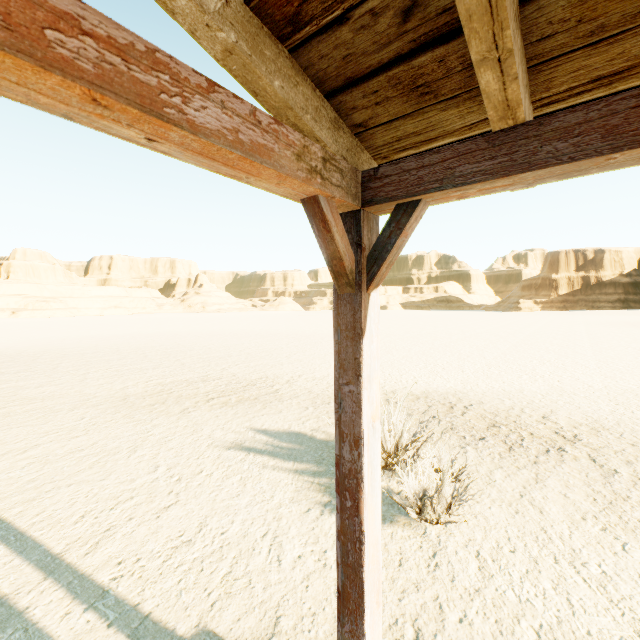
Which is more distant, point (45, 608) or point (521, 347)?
point (521, 347)
